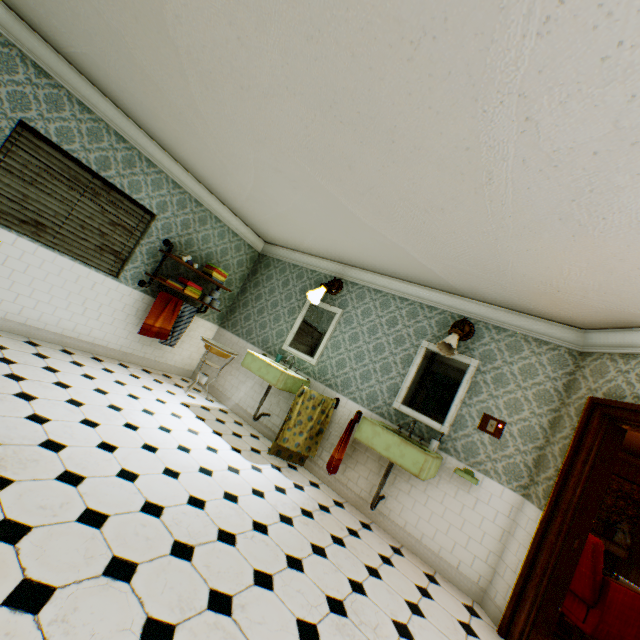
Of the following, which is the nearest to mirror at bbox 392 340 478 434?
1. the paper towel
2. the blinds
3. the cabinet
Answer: the paper towel

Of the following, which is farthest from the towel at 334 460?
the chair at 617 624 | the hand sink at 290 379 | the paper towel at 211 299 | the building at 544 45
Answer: the paper towel at 211 299

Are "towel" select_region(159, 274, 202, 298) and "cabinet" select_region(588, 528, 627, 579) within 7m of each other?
no

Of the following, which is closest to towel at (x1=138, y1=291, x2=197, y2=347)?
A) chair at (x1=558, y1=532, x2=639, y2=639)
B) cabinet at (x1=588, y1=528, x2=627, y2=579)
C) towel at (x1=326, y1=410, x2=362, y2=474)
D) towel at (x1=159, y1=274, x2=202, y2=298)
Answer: towel at (x1=159, y1=274, x2=202, y2=298)

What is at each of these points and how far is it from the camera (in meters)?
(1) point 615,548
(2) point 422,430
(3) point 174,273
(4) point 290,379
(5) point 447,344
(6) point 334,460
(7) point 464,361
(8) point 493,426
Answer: (1) cabinet, 8.13
(2) building, 4.20
(3) building, 5.55
(4) hand sink, 4.68
(5) wall light, 4.16
(6) towel, 4.11
(7) mirror, 4.22
(8) light switch, 3.84

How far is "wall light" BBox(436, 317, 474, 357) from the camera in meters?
4.0 m

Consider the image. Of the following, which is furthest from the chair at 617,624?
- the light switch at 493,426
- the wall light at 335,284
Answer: the wall light at 335,284

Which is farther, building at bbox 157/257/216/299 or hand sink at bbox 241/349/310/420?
building at bbox 157/257/216/299
